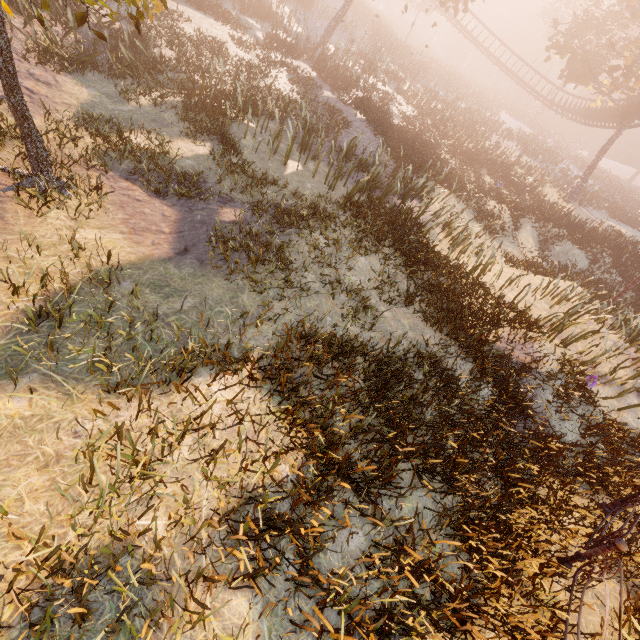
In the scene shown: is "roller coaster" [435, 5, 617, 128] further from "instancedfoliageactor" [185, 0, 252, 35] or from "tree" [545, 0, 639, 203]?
"instancedfoliageactor" [185, 0, 252, 35]

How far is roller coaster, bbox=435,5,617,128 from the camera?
29.73m

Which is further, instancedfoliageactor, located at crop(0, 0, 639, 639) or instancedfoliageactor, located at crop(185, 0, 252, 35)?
instancedfoliageactor, located at crop(185, 0, 252, 35)

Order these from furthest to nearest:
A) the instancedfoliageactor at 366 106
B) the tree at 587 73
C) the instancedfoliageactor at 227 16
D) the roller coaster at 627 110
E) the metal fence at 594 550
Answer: the roller coaster at 627 110 < the tree at 587 73 < the instancedfoliageactor at 227 16 < the metal fence at 594 550 < the instancedfoliageactor at 366 106

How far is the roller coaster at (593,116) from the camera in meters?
29.7

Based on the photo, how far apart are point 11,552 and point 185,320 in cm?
283

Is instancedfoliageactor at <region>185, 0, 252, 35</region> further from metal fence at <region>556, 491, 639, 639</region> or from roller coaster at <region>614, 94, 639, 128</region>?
metal fence at <region>556, 491, 639, 639</region>
